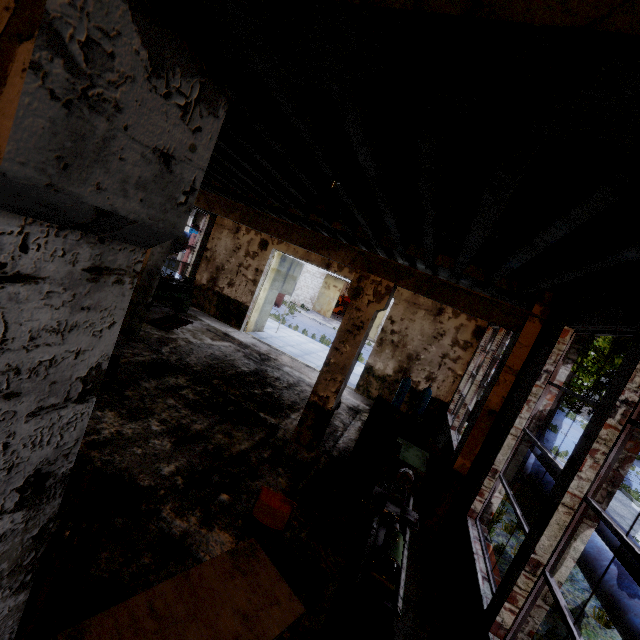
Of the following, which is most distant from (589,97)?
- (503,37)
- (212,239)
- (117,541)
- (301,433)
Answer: (212,239)

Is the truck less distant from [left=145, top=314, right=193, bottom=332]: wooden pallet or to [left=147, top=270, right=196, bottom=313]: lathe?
[left=147, top=270, right=196, bottom=313]: lathe

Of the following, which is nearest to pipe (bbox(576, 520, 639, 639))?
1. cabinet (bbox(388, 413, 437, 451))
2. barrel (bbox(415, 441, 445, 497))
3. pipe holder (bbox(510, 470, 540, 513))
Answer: pipe holder (bbox(510, 470, 540, 513))

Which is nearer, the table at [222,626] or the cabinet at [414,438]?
the table at [222,626]

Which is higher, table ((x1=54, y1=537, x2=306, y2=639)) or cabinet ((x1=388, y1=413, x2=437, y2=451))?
cabinet ((x1=388, y1=413, x2=437, y2=451))

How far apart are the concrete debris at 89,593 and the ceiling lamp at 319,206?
4.2m

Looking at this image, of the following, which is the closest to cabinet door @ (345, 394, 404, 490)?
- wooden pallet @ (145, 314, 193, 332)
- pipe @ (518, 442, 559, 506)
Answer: pipe @ (518, 442, 559, 506)

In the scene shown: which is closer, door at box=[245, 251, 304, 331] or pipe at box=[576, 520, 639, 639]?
pipe at box=[576, 520, 639, 639]
